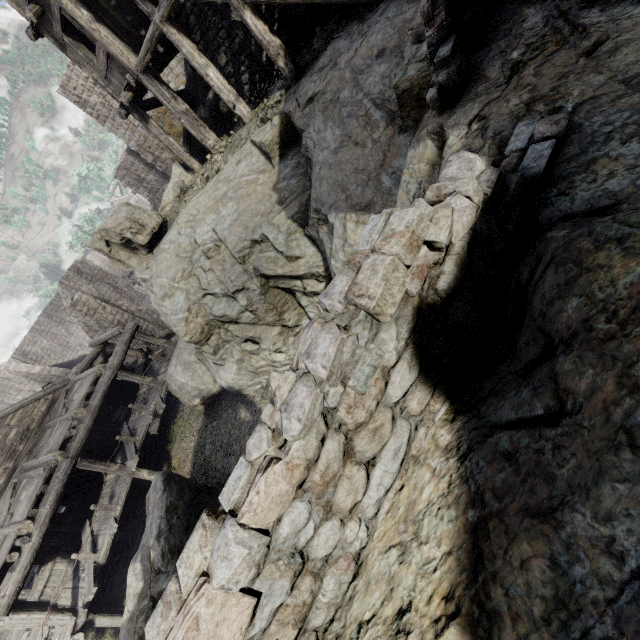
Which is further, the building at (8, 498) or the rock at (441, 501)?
the building at (8, 498)

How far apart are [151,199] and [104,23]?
21.83m

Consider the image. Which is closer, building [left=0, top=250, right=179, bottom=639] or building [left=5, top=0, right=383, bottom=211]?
building [left=5, top=0, right=383, bottom=211]

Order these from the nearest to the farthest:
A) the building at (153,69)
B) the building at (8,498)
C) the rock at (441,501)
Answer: the rock at (441,501)
the building at (153,69)
the building at (8,498)

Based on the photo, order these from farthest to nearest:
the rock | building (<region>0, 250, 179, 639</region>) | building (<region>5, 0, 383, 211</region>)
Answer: building (<region>0, 250, 179, 639</region>)
building (<region>5, 0, 383, 211</region>)
the rock

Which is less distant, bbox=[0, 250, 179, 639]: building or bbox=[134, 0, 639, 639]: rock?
bbox=[134, 0, 639, 639]: rock

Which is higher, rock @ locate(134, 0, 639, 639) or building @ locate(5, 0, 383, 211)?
building @ locate(5, 0, 383, 211)
